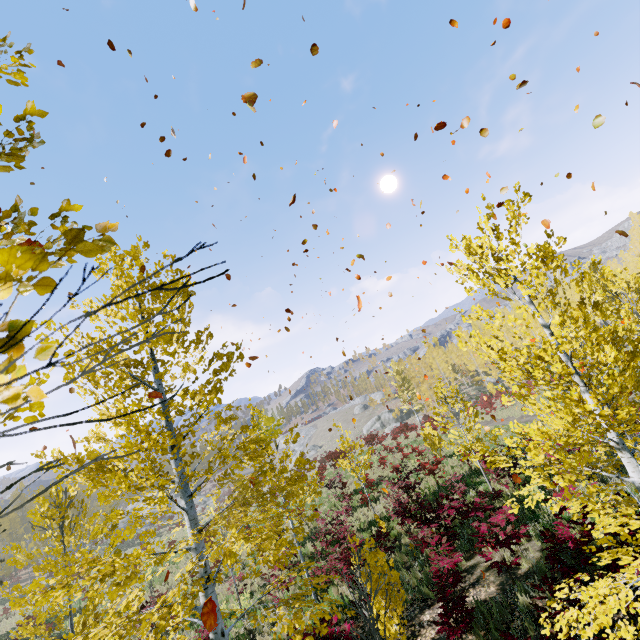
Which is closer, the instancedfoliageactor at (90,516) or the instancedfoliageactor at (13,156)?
the instancedfoliageactor at (13,156)

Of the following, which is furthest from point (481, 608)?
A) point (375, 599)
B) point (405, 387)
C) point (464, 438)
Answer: point (405, 387)

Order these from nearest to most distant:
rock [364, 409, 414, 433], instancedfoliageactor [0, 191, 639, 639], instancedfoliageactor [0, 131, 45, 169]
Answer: instancedfoliageactor [0, 131, 45, 169] → instancedfoliageactor [0, 191, 639, 639] → rock [364, 409, 414, 433]

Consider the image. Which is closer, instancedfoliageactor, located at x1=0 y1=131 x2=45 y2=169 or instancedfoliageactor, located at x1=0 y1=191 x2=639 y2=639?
instancedfoliageactor, located at x1=0 y1=131 x2=45 y2=169

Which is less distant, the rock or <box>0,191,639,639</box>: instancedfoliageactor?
<box>0,191,639,639</box>: instancedfoliageactor

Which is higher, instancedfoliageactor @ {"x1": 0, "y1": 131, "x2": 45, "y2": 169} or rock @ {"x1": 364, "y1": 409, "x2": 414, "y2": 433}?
instancedfoliageactor @ {"x1": 0, "y1": 131, "x2": 45, "y2": 169}

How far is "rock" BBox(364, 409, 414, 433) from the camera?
53.9m

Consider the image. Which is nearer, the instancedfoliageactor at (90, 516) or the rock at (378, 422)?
the instancedfoliageactor at (90, 516)
